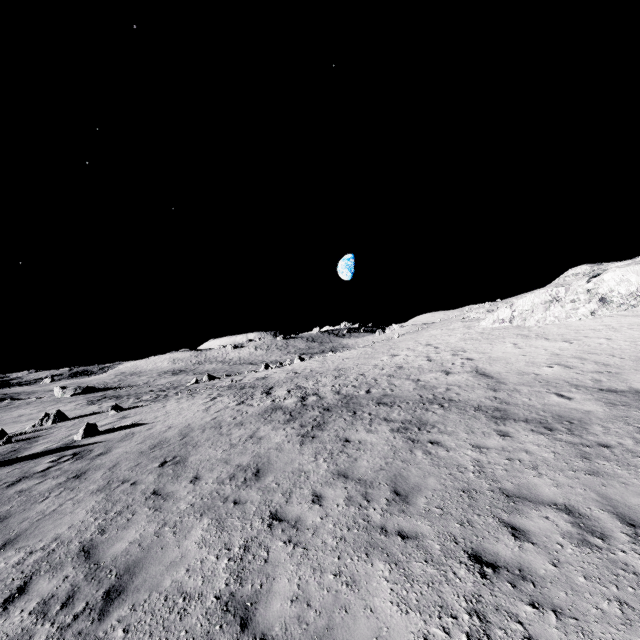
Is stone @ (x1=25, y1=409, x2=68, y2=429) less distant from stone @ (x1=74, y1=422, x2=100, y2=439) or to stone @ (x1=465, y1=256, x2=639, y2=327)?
stone @ (x1=74, y1=422, x2=100, y2=439)

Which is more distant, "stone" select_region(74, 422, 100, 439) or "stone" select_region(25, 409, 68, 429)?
"stone" select_region(25, 409, 68, 429)

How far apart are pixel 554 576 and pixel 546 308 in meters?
21.2 m

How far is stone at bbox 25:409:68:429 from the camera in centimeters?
2762cm

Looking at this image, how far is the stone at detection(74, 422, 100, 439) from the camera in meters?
16.7

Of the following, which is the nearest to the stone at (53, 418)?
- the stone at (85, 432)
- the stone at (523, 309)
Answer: the stone at (85, 432)

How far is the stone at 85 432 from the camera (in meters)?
16.70

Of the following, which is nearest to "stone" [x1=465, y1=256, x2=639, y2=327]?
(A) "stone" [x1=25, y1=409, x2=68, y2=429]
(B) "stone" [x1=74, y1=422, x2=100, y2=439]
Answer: (B) "stone" [x1=74, y1=422, x2=100, y2=439]
